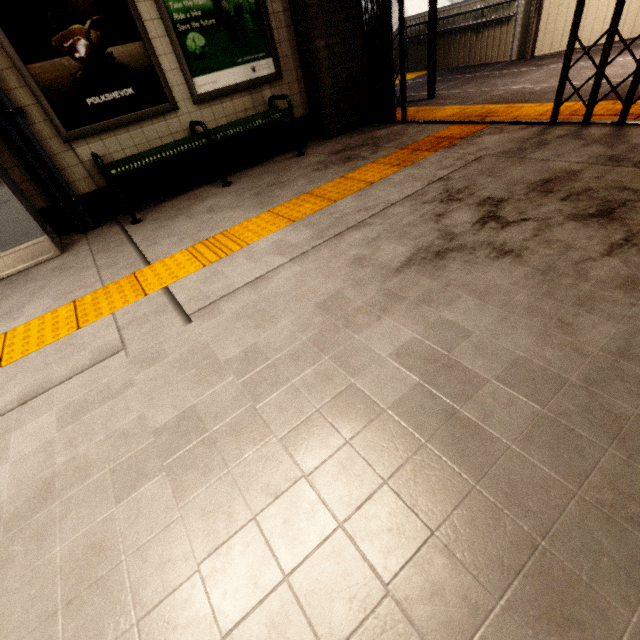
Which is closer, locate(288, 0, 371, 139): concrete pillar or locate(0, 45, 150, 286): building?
locate(0, 45, 150, 286): building

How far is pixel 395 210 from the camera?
2.52m

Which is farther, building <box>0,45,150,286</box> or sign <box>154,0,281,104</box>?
sign <box>154,0,281,104</box>

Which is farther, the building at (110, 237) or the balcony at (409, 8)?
the balcony at (409, 8)

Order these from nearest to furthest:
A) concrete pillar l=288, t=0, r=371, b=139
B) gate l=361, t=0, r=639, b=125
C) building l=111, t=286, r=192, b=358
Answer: building l=111, t=286, r=192, b=358 < gate l=361, t=0, r=639, b=125 < concrete pillar l=288, t=0, r=371, b=139

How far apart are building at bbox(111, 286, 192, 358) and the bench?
1.81m

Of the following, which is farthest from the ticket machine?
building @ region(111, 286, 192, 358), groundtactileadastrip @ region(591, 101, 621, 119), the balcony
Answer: the balcony

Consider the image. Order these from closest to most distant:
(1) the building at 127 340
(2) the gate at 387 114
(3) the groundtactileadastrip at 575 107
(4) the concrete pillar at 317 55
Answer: (1) the building at 127 340
(2) the gate at 387 114
(3) the groundtactileadastrip at 575 107
(4) the concrete pillar at 317 55
